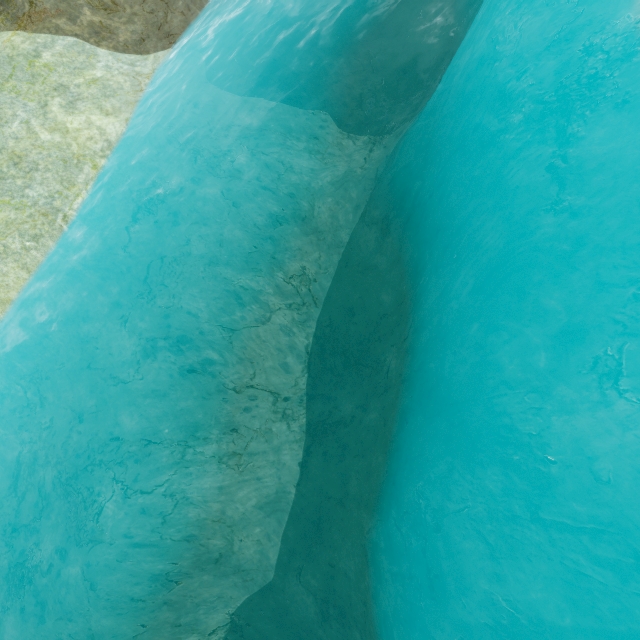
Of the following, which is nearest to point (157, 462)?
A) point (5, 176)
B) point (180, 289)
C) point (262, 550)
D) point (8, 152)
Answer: point (262, 550)
